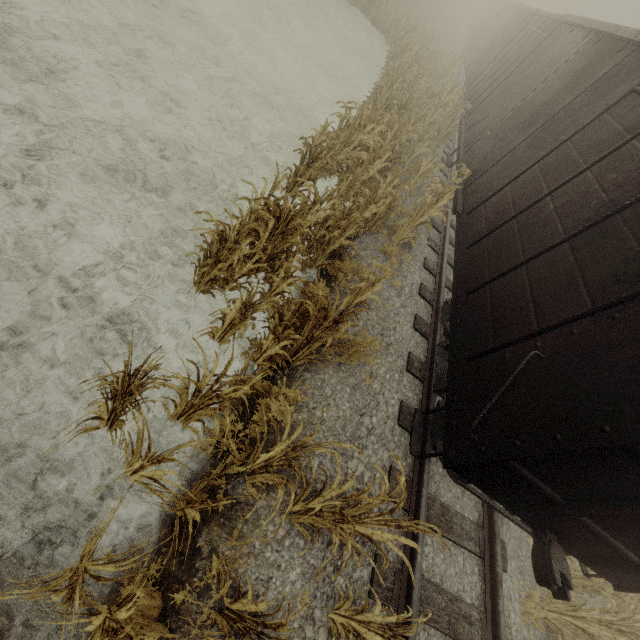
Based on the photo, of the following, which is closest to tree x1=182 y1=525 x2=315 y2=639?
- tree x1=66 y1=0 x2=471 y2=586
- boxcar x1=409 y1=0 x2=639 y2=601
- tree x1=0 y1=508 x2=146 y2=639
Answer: tree x1=0 y1=508 x2=146 y2=639

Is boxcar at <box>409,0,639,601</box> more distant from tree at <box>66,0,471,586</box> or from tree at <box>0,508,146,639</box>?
tree at <box>0,508,146,639</box>

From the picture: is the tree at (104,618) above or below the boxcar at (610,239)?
below

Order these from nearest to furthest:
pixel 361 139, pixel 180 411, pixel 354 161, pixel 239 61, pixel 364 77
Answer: pixel 180 411
pixel 361 139
pixel 354 161
pixel 239 61
pixel 364 77

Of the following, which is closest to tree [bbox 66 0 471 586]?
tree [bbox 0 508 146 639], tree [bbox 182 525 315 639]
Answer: tree [bbox 182 525 315 639]

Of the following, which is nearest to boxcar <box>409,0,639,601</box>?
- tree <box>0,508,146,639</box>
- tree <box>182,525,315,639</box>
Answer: tree <box>182,525,315,639</box>

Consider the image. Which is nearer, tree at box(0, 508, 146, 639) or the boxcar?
tree at box(0, 508, 146, 639)

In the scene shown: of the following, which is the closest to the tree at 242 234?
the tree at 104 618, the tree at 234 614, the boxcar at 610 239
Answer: the boxcar at 610 239
